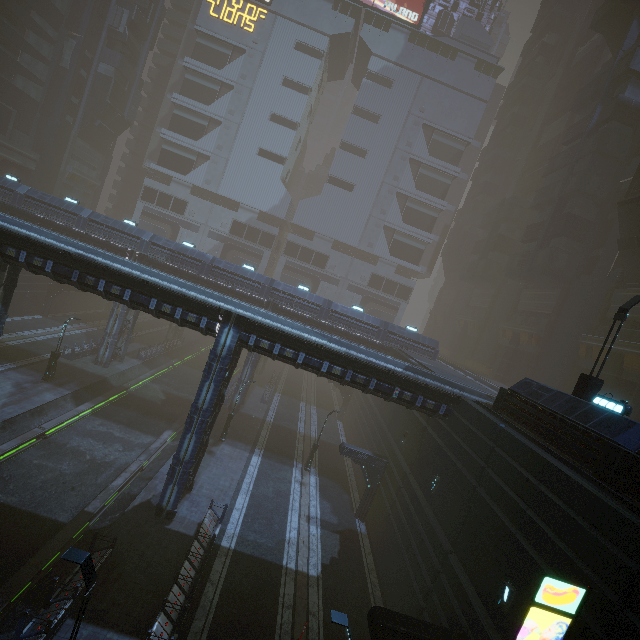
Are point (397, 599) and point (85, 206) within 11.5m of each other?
no

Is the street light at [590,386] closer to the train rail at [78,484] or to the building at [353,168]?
the building at [353,168]

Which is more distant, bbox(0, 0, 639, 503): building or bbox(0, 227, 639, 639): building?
bbox(0, 0, 639, 503): building

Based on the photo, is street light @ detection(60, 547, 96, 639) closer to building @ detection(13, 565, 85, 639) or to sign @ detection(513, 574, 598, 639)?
building @ detection(13, 565, 85, 639)

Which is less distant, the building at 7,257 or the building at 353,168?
the building at 7,257

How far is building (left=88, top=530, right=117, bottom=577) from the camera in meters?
13.2 m

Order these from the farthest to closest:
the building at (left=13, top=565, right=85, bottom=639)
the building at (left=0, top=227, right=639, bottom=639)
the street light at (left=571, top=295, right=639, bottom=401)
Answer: the street light at (left=571, top=295, right=639, bottom=401) → the building at (left=13, top=565, right=85, bottom=639) → the building at (left=0, top=227, right=639, bottom=639)

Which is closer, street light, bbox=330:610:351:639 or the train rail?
street light, bbox=330:610:351:639
